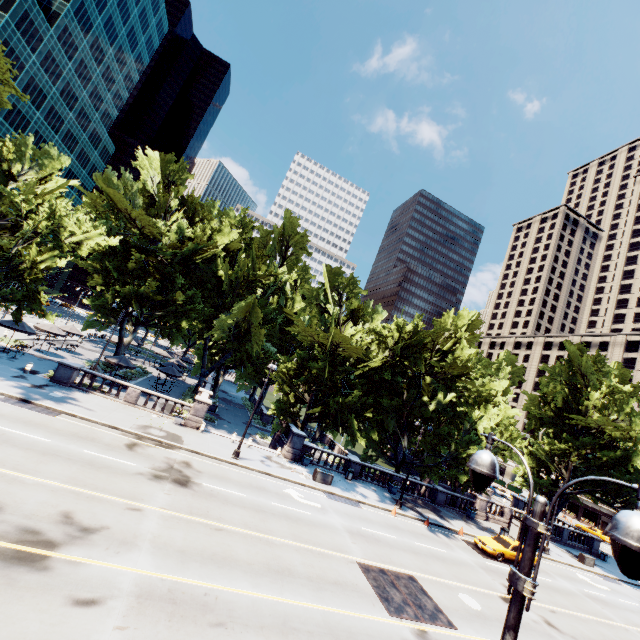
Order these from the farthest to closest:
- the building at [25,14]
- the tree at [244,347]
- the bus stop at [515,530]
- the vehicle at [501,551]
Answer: the building at [25,14] → the bus stop at [515,530] → the tree at [244,347] → the vehicle at [501,551]

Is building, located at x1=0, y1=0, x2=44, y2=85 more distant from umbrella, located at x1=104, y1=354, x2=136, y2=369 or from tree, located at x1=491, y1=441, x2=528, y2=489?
umbrella, located at x1=104, y1=354, x2=136, y2=369

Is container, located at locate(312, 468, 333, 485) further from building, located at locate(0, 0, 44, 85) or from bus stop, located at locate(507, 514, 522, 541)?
building, located at locate(0, 0, 44, 85)

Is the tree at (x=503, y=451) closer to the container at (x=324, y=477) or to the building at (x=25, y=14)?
the container at (x=324, y=477)

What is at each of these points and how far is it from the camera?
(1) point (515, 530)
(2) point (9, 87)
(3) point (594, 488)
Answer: (1) bus stop, 30.38m
(2) tree, 20.88m
(3) tree, 38.69m

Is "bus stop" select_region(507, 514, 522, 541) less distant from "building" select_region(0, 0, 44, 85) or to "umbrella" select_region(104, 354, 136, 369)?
"umbrella" select_region(104, 354, 136, 369)

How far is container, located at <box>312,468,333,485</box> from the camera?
25.34m

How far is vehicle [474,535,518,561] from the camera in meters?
24.1
